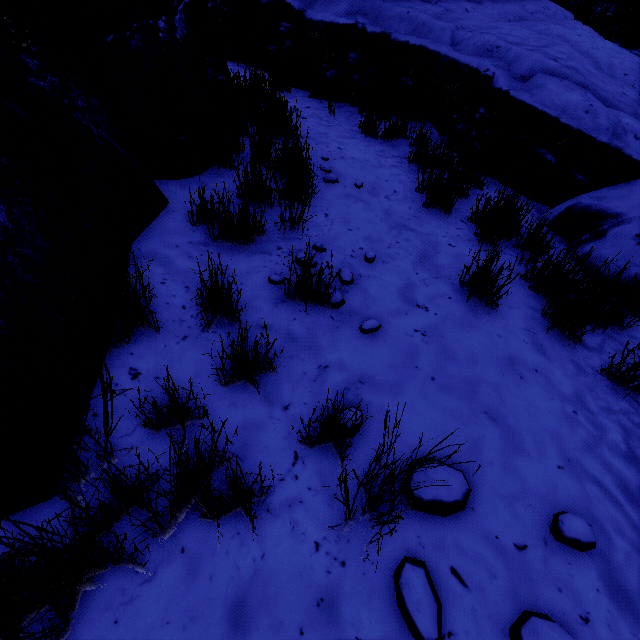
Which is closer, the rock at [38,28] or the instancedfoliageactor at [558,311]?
the rock at [38,28]

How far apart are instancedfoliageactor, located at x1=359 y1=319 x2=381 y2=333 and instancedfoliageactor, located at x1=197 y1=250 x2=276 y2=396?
0.6m

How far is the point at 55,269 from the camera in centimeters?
138cm

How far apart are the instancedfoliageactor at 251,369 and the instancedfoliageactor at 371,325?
0.6m

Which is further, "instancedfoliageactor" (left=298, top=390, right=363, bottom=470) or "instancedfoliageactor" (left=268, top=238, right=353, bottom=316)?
"instancedfoliageactor" (left=268, top=238, right=353, bottom=316)

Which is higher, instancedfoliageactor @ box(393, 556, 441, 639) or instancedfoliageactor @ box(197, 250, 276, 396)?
instancedfoliageactor @ box(197, 250, 276, 396)

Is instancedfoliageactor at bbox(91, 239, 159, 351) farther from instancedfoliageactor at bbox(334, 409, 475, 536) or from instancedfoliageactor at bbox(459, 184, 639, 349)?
instancedfoliageactor at bbox(459, 184, 639, 349)

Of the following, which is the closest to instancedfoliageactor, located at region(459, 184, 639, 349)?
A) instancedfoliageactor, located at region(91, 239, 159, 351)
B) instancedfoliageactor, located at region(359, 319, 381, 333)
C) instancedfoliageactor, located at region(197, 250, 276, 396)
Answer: instancedfoliageactor, located at region(359, 319, 381, 333)
